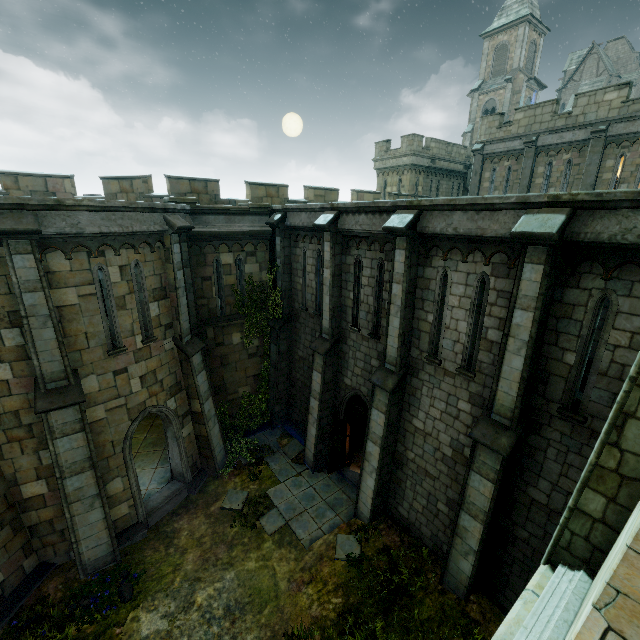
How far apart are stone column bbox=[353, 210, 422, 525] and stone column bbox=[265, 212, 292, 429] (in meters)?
5.71

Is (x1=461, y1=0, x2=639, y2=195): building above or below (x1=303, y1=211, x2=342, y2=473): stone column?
above

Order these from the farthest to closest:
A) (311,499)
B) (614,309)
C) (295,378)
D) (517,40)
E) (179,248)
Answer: (517,40) < (295,378) < (311,499) < (179,248) < (614,309)

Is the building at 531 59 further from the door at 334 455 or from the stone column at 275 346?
the stone column at 275 346

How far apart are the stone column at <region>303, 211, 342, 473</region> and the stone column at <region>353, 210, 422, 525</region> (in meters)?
2.31

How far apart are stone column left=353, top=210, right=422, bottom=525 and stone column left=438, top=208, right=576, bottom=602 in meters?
2.4 m

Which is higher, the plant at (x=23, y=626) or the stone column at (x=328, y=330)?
the stone column at (x=328, y=330)

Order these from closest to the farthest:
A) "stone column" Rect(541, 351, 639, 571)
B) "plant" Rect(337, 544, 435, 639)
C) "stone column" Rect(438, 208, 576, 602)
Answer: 1. "stone column" Rect(541, 351, 639, 571)
2. "stone column" Rect(438, 208, 576, 602)
3. "plant" Rect(337, 544, 435, 639)
